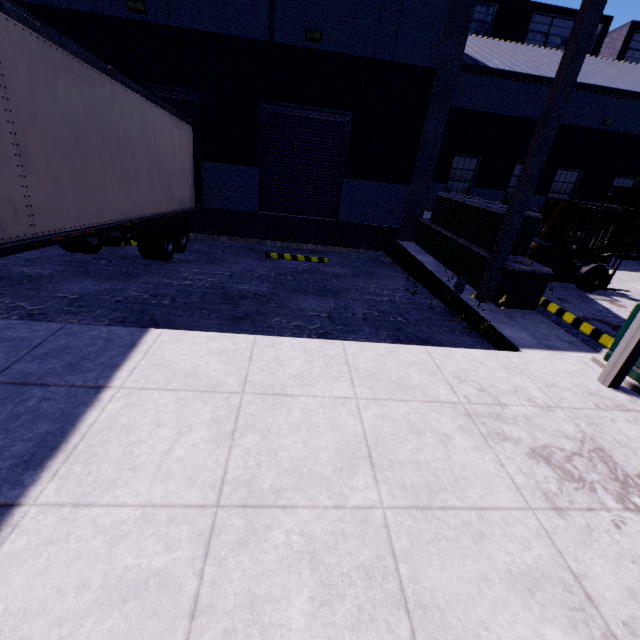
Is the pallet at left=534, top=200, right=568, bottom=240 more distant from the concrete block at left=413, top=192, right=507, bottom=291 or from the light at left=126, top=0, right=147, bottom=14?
the light at left=126, top=0, right=147, bottom=14

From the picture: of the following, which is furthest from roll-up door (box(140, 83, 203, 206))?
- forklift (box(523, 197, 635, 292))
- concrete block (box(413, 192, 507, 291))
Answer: forklift (box(523, 197, 635, 292))

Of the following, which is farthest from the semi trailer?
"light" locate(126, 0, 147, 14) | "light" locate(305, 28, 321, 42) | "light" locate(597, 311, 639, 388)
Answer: "light" locate(305, 28, 321, 42)

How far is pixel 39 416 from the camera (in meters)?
2.89

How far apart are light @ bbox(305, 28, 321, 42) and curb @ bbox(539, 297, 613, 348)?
9.6 meters

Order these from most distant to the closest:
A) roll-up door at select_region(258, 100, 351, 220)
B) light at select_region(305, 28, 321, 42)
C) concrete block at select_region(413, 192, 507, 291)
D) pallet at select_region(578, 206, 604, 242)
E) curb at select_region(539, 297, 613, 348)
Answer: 1. pallet at select_region(578, 206, 604, 242)
2. roll-up door at select_region(258, 100, 351, 220)
3. light at select_region(305, 28, 321, 42)
4. concrete block at select_region(413, 192, 507, 291)
5. curb at select_region(539, 297, 613, 348)

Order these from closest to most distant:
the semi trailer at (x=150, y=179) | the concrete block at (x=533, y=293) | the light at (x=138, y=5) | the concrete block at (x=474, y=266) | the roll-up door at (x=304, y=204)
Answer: the semi trailer at (x=150, y=179) < the concrete block at (x=533, y=293) < the concrete block at (x=474, y=266) < the light at (x=138, y=5) < the roll-up door at (x=304, y=204)

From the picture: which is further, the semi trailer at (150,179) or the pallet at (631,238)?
the pallet at (631,238)
